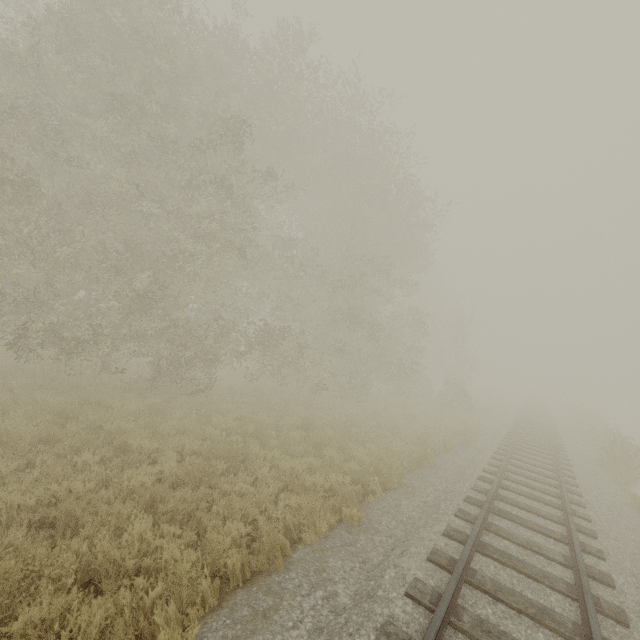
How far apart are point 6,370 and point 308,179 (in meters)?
15.15
